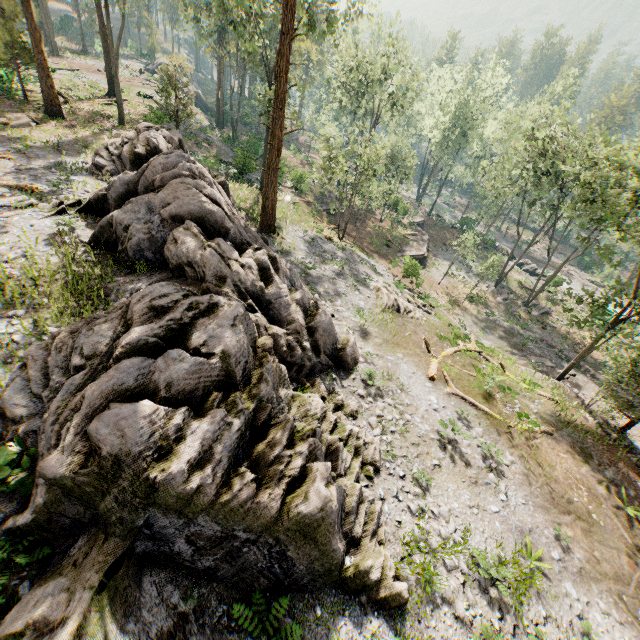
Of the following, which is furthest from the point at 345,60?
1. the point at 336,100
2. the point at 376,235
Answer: the point at 376,235

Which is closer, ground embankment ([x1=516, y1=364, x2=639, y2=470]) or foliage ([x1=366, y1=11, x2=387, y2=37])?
ground embankment ([x1=516, y1=364, x2=639, y2=470])

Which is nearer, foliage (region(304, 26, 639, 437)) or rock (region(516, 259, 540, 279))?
foliage (region(304, 26, 639, 437))

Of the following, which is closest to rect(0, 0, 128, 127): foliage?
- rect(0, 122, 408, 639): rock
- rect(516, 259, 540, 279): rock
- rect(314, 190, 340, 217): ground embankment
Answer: rect(516, 259, 540, 279): rock

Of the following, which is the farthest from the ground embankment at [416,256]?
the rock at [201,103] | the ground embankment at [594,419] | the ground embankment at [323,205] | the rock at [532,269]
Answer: the rock at [201,103]

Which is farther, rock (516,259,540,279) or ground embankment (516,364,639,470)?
rock (516,259,540,279)

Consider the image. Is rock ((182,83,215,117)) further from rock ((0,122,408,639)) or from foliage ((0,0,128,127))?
rock ((0,122,408,639))

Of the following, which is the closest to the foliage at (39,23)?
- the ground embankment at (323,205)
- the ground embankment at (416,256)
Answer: the ground embankment at (416,256)
